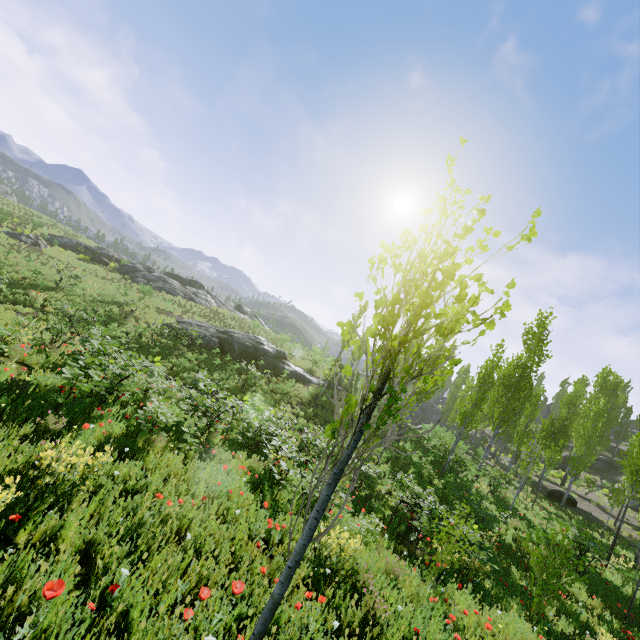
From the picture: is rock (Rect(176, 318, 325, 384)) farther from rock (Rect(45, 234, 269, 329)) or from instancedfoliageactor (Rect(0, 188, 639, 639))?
rock (Rect(45, 234, 269, 329))

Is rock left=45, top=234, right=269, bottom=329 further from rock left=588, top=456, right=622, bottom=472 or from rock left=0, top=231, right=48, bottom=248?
rock left=588, top=456, right=622, bottom=472

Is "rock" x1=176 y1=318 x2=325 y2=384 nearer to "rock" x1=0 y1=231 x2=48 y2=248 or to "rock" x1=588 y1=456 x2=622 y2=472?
"rock" x1=0 y1=231 x2=48 y2=248

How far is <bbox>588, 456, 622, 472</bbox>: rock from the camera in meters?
36.9 m

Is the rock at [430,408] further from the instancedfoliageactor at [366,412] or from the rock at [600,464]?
the rock at [600,464]

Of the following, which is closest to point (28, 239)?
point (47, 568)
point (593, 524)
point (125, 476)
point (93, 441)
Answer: point (93, 441)

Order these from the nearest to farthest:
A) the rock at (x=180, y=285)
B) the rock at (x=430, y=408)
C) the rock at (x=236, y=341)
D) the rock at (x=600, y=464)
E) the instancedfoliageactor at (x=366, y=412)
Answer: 1. the instancedfoliageactor at (x=366, y=412)
2. the rock at (x=236, y=341)
3. the rock at (x=180, y=285)
4. the rock at (x=600, y=464)
5. the rock at (x=430, y=408)

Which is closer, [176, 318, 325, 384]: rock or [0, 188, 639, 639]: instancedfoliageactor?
[0, 188, 639, 639]: instancedfoliageactor
